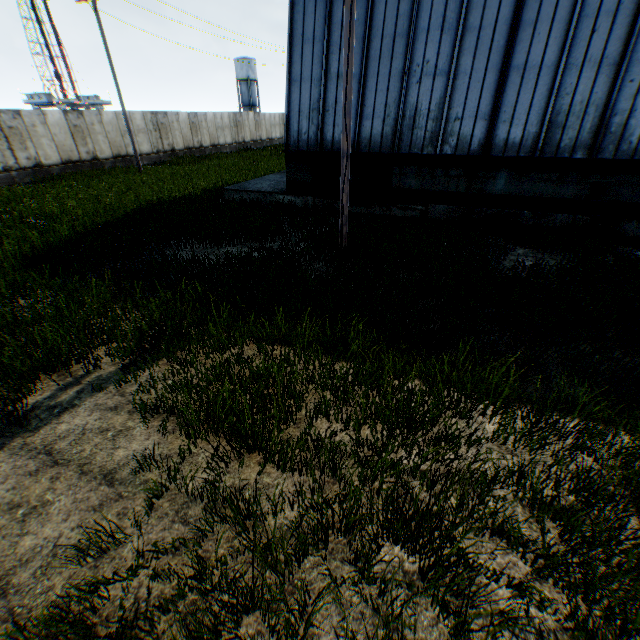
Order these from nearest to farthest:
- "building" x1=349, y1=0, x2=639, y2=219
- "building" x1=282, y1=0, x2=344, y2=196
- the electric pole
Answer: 1. the electric pole
2. "building" x1=349, y1=0, x2=639, y2=219
3. "building" x1=282, y1=0, x2=344, y2=196

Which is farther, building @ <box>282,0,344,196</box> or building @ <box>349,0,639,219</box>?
building @ <box>282,0,344,196</box>

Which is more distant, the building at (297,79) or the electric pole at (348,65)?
the building at (297,79)

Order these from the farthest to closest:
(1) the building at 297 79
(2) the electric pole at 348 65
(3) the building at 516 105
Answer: (1) the building at 297 79, (3) the building at 516 105, (2) the electric pole at 348 65

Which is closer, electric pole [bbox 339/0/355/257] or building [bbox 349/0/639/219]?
electric pole [bbox 339/0/355/257]

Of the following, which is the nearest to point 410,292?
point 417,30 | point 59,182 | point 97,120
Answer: point 417,30
